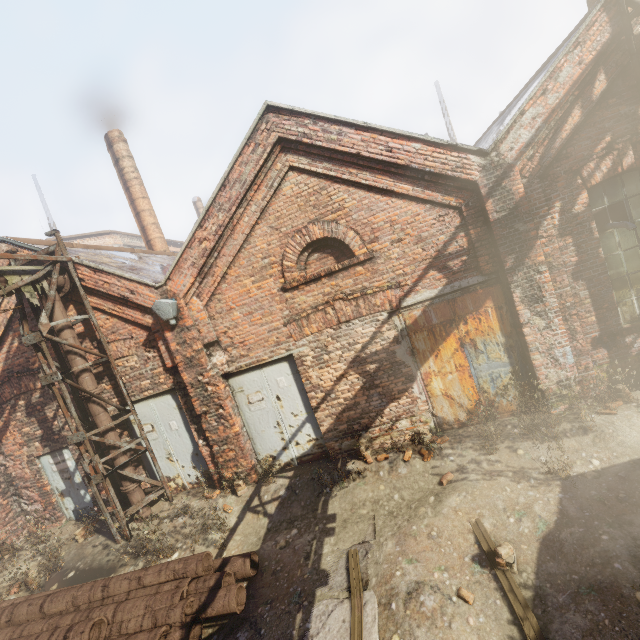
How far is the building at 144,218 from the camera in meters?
13.6

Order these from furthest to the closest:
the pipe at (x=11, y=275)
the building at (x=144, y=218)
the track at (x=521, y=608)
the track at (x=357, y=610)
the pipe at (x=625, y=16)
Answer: the building at (x=144, y=218), the pipe at (x=11, y=275), the pipe at (x=625, y=16), the track at (x=357, y=610), the track at (x=521, y=608)

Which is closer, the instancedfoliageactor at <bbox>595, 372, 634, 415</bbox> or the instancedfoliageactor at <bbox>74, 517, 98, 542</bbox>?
the instancedfoliageactor at <bbox>595, 372, 634, 415</bbox>

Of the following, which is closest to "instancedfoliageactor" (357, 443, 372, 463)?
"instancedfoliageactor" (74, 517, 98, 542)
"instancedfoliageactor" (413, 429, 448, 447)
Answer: "instancedfoliageactor" (413, 429, 448, 447)

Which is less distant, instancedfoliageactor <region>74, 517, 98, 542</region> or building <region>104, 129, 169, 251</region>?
instancedfoliageactor <region>74, 517, 98, 542</region>

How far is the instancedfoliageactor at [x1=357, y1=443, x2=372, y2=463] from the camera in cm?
648

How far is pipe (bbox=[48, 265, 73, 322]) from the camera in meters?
6.9

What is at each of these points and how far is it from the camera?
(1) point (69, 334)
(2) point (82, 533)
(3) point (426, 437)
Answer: (1) pipe, 7.1m
(2) instancedfoliageactor, 7.5m
(3) instancedfoliageactor, 6.5m
